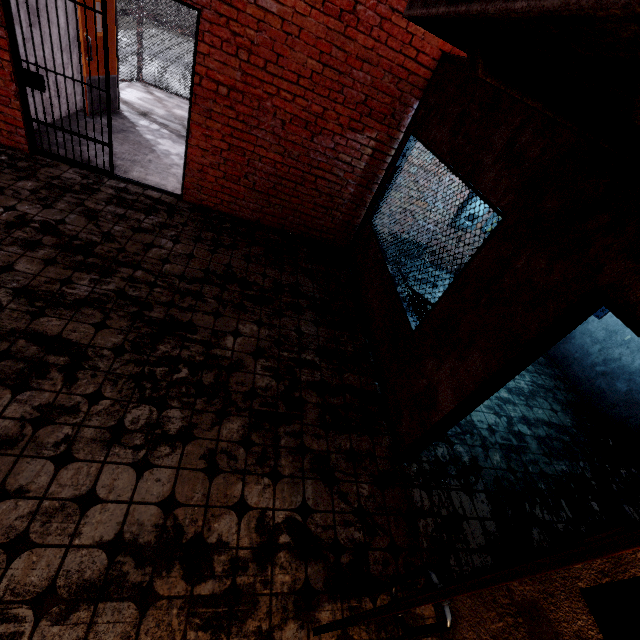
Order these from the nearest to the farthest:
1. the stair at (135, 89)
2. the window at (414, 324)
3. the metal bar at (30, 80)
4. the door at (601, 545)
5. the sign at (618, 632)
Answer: the door at (601, 545) < the sign at (618, 632) < the window at (414, 324) < the metal bar at (30, 80) < the stair at (135, 89)

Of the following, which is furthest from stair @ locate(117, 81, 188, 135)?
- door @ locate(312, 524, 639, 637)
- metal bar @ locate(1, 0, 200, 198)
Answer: door @ locate(312, 524, 639, 637)

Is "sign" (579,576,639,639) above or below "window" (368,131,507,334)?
above

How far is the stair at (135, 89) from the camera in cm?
727

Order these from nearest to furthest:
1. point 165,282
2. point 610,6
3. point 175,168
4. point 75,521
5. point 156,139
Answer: point 610,6
point 75,521
point 165,282
point 175,168
point 156,139

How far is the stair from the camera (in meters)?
7.27

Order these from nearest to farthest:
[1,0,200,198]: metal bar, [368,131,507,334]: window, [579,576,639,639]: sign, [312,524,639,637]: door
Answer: [312,524,639,637]: door → [579,576,639,639]: sign → [368,131,507,334]: window → [1,0,200,198]: metal bar

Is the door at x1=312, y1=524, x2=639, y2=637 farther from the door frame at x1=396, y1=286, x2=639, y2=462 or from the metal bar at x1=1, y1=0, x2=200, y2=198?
the metal bar at x1=1, y1=0, x2=200, y2=198
